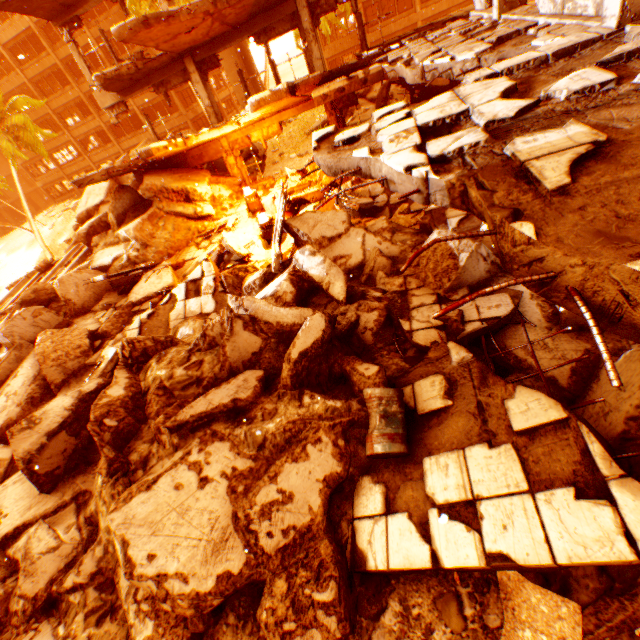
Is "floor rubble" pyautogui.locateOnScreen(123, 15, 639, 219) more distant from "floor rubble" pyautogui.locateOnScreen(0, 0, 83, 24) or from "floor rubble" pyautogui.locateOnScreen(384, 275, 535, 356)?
"floor rubble" pyautogui.locateOnScreen(0, 0, 83, 24)

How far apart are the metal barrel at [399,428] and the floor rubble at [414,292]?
1.2m

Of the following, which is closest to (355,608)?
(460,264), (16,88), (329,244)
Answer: (460,264)

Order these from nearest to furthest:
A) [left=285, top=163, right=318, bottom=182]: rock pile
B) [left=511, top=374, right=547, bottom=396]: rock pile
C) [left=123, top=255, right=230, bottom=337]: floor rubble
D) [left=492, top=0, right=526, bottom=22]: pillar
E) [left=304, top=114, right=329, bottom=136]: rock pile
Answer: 1. [left=511, top=374, right=547, bottom=396]: rock pile
2. [left=492, top=0, right=526, bottom=22]: pillar
3. [left=123, top=255, right=230, bottom=337]: floor rubble
4. [left=285, top=163, right=318, bottom=182]: rock pile
5. [left=304, top=114, right=329, bottom=136]: rock pile

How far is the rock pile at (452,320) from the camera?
5.3 meters

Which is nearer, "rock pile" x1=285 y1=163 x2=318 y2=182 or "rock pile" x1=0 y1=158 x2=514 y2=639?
"rock pile" x1=0 y1=158 x2=514 y2=639

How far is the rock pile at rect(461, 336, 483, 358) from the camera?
5.3 meters

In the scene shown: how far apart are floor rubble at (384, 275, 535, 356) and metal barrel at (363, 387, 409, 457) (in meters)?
1.15
